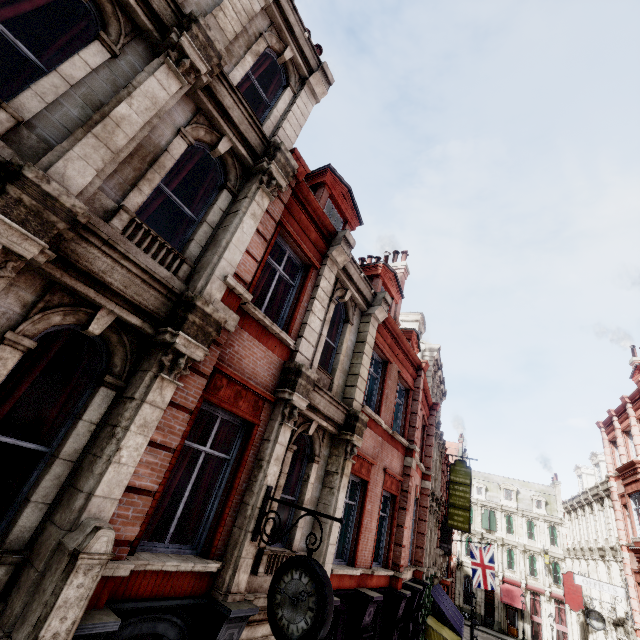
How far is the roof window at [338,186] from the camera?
10.22m

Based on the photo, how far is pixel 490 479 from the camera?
49.78m

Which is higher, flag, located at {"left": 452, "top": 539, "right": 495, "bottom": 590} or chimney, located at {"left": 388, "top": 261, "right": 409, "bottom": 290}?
chimney, located at {"left": 388, "top": 261, "right": 409, "bottom": 290}

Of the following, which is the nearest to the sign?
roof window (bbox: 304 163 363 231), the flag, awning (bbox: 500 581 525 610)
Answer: the flag

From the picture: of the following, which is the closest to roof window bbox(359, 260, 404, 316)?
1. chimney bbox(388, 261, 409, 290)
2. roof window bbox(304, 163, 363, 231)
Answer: chimney bbox(388, 261, 409, 290)

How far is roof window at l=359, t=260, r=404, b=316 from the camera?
13.3 meters

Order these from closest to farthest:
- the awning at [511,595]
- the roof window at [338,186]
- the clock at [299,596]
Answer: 1. the clock at [299,596]
2. the roof window at [338,186]
3. the awning at [511,595]

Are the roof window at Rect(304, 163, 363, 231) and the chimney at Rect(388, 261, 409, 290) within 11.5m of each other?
yes
